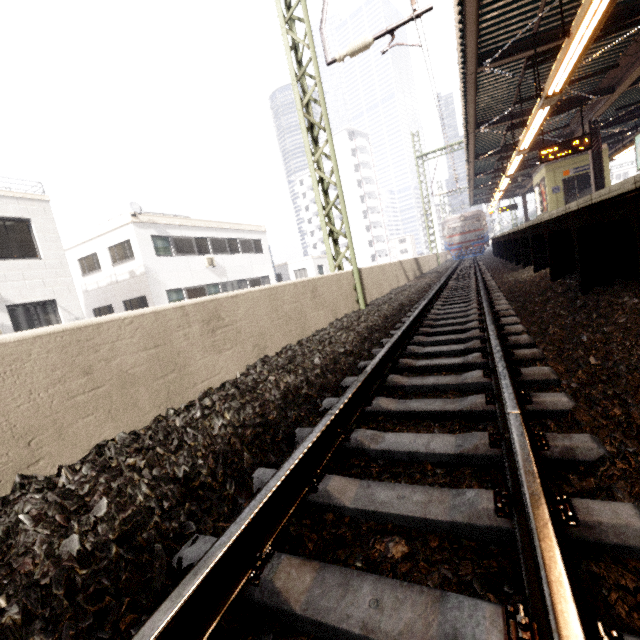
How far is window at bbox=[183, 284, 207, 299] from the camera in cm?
1881

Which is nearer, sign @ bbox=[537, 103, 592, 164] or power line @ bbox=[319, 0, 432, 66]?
power line @ bbox=[319, 0, 432, 66]

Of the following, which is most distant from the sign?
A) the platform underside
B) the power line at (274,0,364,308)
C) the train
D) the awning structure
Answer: the train

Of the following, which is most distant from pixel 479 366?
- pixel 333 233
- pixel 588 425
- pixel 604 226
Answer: pixel 333 233

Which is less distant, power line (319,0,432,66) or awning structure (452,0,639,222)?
power line (319,0,432,66)

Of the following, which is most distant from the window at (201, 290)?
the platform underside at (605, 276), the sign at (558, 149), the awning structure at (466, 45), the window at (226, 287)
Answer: the sign at (558, 149)

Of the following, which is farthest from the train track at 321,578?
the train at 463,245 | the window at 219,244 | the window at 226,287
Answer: the window at 219,244

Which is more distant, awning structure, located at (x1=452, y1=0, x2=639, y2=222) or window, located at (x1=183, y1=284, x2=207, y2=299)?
window, located at (x1=183, y1=284, x2=207, y2=299)
